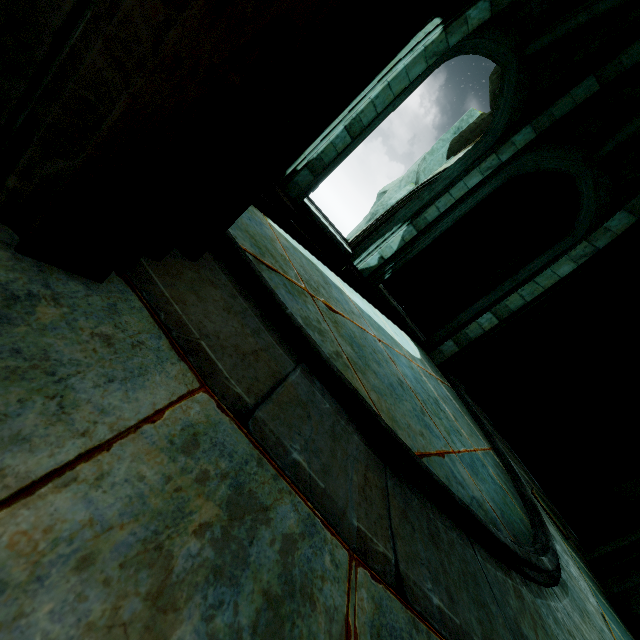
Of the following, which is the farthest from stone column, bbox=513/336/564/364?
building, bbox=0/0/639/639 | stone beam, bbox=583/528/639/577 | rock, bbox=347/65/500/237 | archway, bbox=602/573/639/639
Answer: archway, bbox=602/573/639/639

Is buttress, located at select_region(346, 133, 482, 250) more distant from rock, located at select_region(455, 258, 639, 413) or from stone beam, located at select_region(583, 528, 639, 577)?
stone beam, located at select_region(583, 528, 639, 577)

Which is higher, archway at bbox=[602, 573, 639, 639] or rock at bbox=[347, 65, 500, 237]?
rock at bbox=[347, 65, 500, 237]

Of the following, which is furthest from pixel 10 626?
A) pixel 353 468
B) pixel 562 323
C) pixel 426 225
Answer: pixel 562 323

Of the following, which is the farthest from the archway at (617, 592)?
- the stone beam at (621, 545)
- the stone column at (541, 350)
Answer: the stone column at (541, 350)

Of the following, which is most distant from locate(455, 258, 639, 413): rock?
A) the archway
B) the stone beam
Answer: the archway

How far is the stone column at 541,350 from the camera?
10.41m

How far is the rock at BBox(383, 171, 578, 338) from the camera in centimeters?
1039cm
